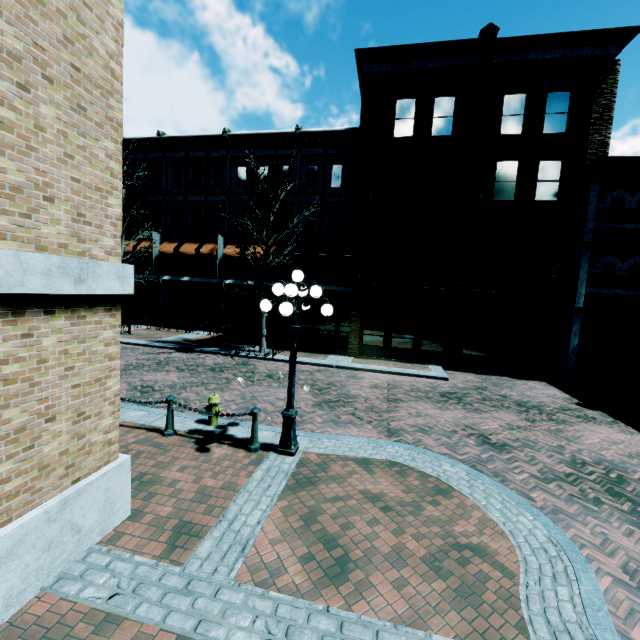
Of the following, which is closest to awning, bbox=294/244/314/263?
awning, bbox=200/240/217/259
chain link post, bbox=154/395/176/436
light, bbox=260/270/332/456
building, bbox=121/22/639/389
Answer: building, bbox=121/22/639/389

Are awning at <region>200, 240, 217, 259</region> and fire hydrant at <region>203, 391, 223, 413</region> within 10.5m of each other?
no

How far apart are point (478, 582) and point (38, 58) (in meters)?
7.31

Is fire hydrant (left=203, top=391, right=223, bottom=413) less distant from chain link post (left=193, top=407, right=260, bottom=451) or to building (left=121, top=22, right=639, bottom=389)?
chain link post (left=193, top=407, right=260, bottom=451)

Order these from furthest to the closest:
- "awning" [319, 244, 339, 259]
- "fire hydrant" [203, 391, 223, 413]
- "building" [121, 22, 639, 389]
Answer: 1. "awning" [319, 244, 339, 259]
2. "building" [121, 22, 639, 389]
3. "fire hydrant" [203, 391, 223, 413]

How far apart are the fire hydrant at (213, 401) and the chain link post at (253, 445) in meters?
1.3

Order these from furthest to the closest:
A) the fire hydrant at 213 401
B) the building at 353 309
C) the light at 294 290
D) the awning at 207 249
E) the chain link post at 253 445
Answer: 1. the awning at 207 249
2. the building at 353 309
3. the fire hydrant at 213 401
4. the chain link post at 253 445
5. the light at 294 290

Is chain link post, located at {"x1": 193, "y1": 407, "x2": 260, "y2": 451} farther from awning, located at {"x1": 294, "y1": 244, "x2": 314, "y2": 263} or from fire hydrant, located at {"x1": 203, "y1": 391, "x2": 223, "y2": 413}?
awning, located at {"x1": 294, "y1": 244, "x2": 314, "y2": 263}
